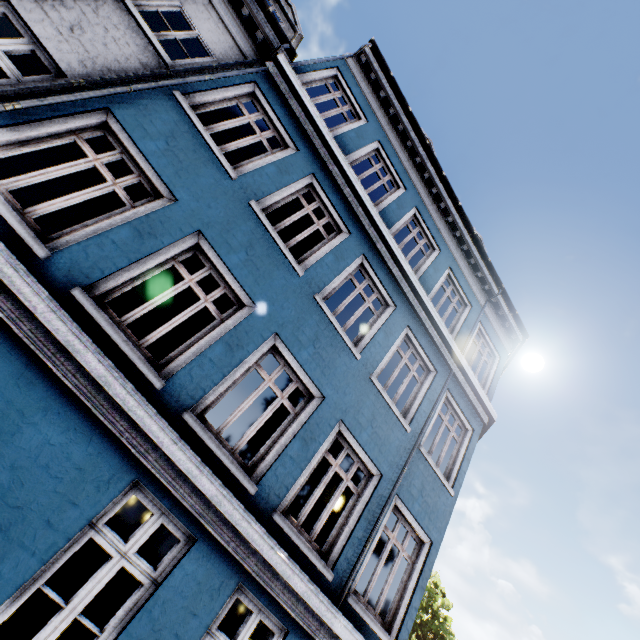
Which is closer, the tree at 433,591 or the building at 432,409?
the building at 432,409

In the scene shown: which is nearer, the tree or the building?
the building

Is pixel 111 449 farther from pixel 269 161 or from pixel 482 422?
pixel 482 422
